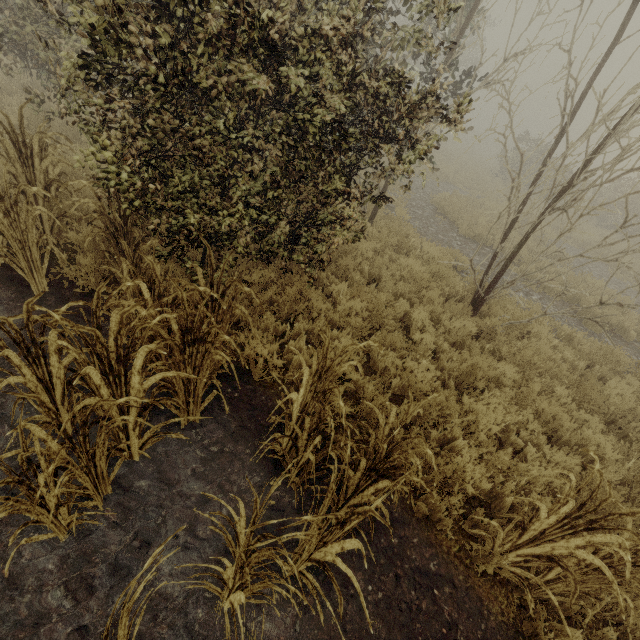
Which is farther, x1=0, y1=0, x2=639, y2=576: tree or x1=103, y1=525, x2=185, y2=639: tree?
x1=0, y1=0, x2=639, y2=576: tree

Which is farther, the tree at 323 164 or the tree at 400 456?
the tree at 323 164

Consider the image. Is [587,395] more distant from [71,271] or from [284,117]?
[71,271]
